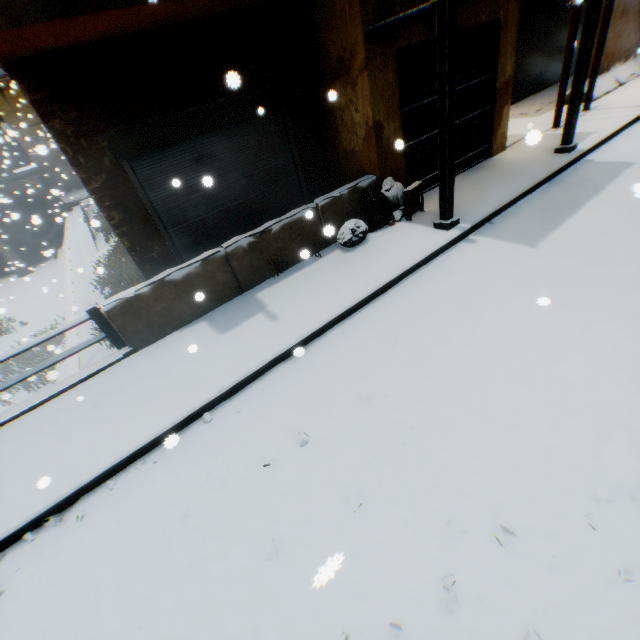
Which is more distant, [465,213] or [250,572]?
[465,213]

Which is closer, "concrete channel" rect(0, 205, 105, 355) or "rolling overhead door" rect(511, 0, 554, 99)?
"concrete channel" rect(0, 205, 105, 355)

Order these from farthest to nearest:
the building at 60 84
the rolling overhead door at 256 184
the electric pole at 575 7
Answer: the electric pole at 575 7, the rolling overhead door at 256 184, the building at 60 84

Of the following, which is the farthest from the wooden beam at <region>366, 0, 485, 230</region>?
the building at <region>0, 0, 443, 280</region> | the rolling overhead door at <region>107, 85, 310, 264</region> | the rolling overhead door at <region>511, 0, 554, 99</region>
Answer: the rolling overhead door at <region>511, 0, 554, 99</region>

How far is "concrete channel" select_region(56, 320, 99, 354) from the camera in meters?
7.5 m

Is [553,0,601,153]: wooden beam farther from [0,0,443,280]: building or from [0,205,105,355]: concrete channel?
[0,205,105,355]: concrete channel

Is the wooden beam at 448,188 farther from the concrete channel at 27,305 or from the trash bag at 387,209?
the concrete channel at 27,305

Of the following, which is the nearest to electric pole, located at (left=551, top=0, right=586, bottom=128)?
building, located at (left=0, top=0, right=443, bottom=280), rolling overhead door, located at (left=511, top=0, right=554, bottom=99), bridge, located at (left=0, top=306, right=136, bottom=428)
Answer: building, located at (left=0, top=0, right=443, bottom=280)
